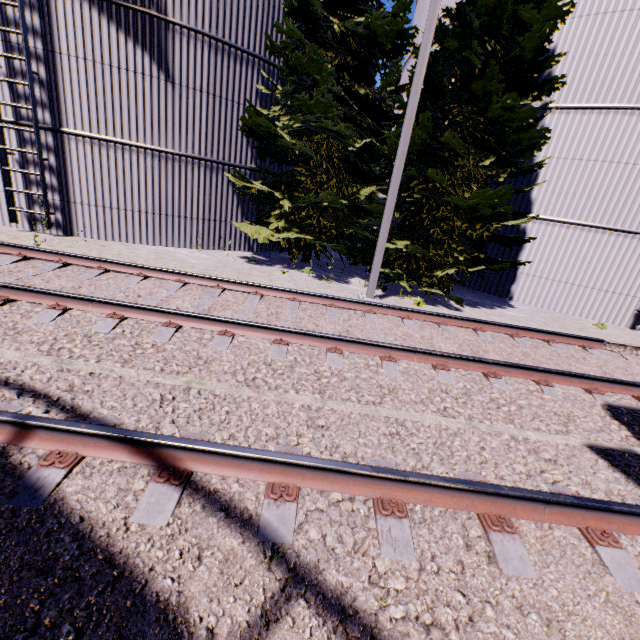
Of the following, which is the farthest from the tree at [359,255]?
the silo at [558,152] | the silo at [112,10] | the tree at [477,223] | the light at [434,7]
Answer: the silo at [558,152]

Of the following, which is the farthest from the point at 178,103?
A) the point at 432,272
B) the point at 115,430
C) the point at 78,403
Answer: the point at 115,430

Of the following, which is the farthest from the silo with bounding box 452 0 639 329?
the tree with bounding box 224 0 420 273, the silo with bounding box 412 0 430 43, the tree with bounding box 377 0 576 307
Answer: the tree with bounding box 224 0 420 273

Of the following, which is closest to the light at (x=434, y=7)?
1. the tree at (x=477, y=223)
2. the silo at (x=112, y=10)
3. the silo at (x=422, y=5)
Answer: the tree at (x=477, y=223)

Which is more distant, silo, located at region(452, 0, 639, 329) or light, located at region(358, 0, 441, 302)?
silo, located at region(452, 0, 639, 329)

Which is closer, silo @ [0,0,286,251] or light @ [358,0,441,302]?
light @ [358,0,441,302]

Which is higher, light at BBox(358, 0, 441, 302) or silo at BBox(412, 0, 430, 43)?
silo at BBox(412, 0, 430, 43)

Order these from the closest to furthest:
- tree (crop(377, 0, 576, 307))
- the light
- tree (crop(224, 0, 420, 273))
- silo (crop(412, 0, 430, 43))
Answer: the light
tree (crop(377, 0, 576, 307))
tree (crop(224, 0, 420, 273))
silo (crop(412, 0, 430, 43))
